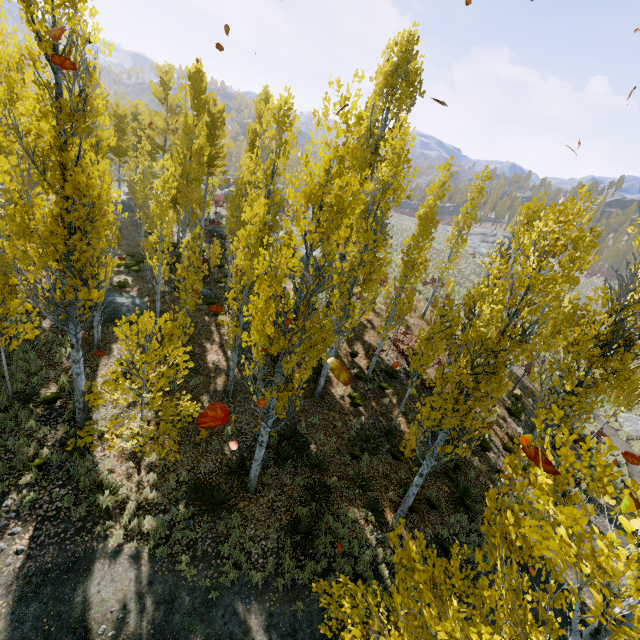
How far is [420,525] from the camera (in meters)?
10.86

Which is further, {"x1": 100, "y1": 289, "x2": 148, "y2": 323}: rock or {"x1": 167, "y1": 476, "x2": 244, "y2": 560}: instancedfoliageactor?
{"x1": 100, "y1": 289, "x2": 148, "y2": 323}: rock

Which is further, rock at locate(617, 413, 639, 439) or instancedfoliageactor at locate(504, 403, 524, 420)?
rock at locate(617, 413, 639, 439)

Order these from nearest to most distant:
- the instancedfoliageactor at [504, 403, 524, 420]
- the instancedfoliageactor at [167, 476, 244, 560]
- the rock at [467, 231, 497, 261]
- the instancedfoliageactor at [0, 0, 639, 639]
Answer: the instancedfoliageactor at [0, 0, 639, 639] → the instancedfoliageactor at [167, 476, 244, 560] → the instancedfoliageactor at [504, 403, 524, 420] → the rock at [467, 231, 497, 261]

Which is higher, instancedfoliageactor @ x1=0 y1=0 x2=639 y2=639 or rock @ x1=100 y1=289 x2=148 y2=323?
instancedfoliageactor @ x1=0 y1=0 x2=639 y2=639

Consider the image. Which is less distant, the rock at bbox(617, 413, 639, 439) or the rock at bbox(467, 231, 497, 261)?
the rock at bbox(617, 413, 639, 439)

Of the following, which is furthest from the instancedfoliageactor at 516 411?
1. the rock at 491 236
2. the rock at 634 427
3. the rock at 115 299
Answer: the rock at 491 236
